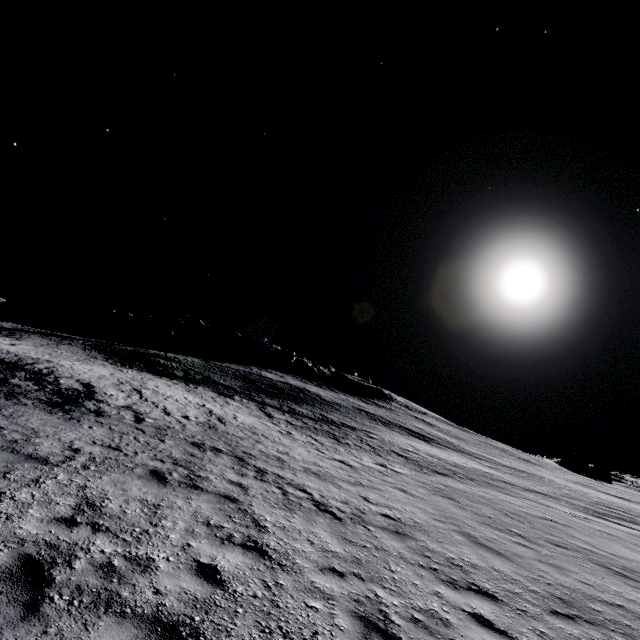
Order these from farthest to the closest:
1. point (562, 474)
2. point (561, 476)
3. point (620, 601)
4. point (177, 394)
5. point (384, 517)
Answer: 1. point (562, 474)
2. point (561, 476)
3. point (177, 394)
4. point (384, 517)
5. point (620, 601)
